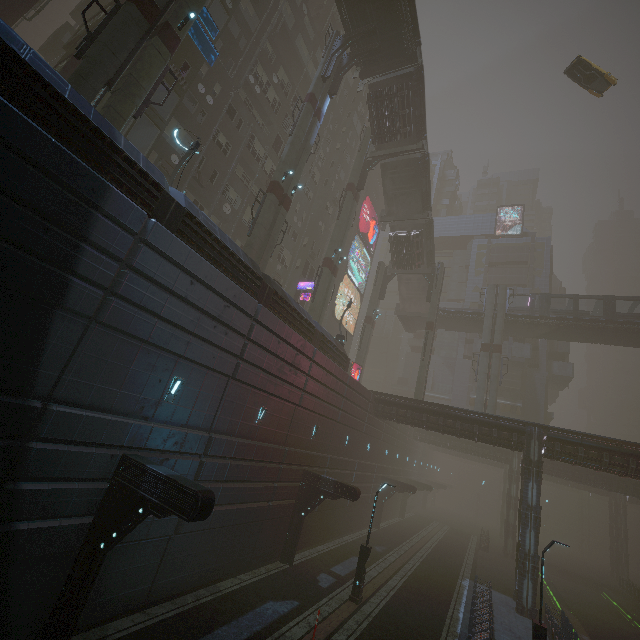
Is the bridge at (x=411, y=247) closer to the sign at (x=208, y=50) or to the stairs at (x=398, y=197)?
the stairs at (x=398, y=197)

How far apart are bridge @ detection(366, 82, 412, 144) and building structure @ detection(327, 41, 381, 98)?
2.3m

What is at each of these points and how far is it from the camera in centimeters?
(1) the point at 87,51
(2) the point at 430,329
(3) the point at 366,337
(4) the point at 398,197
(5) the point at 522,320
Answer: (1) sm, 1225cm
(2) sm, 3612cm
(3) sm, 3906cm
(4) stairs, 3572cm
(5) bridge, 3941cm

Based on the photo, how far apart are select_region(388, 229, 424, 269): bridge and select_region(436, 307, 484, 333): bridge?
7.6m

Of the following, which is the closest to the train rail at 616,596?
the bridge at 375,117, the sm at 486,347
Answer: the sm at 486,347

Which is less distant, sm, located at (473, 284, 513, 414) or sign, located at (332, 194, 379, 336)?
sm, located at (473, 284, 513, 414)

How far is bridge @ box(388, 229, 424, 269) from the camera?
36.9 meters

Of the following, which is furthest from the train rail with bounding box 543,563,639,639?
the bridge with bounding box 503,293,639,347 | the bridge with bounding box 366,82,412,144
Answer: the bridge with bounding box 366,82,412,144
